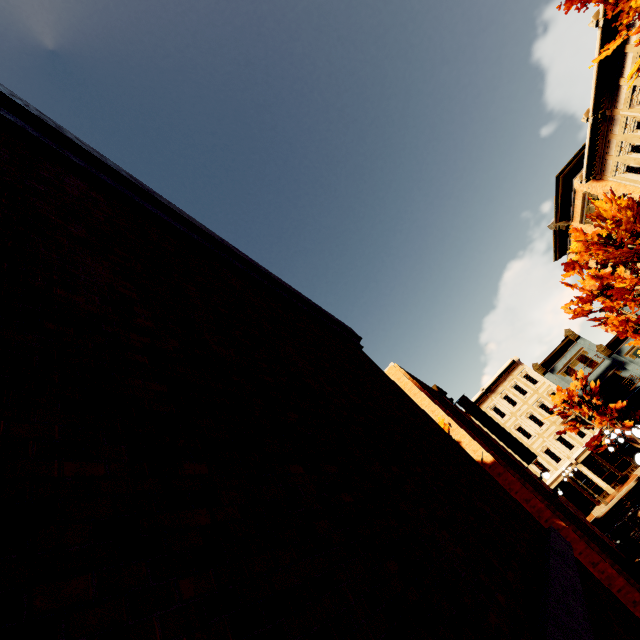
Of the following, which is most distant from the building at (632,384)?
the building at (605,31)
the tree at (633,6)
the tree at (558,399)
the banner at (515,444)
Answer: the tree at (633,6)

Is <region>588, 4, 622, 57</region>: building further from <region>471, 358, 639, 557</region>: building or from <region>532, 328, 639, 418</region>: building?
<region>471, 358, 639, 557</region>: building

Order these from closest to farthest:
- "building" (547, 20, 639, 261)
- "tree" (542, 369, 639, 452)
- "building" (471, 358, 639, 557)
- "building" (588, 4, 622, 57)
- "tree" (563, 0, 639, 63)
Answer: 1. "tree" (563, 0, 639, 63)
2. "building" (588, 4, 622, 57)
3. "building" (547, 20, 639, 261)
4. "tree" (542, 369, 639, 452)
5. "building" (471, 358, 639, 557)

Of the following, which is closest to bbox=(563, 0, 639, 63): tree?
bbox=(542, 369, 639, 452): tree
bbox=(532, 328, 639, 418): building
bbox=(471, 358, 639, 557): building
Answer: bbox=(542, 369, 639, 452): tree

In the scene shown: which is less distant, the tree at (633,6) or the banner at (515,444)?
the tree at (633,6)

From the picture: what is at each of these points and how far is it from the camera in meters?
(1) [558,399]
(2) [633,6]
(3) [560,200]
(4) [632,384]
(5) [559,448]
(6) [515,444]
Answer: (1) tree, 31.4 m
(2) tree, 7.6 m
(3) building, 24.0 m
(4) building, 30.6 m
(5) building, 32.0 m
(6) banner, 19.0 m

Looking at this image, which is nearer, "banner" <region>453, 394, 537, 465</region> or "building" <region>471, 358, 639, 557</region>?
"banner" <region>453, 394, 537, 465</region>

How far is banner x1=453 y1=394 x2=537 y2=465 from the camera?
18.55m
